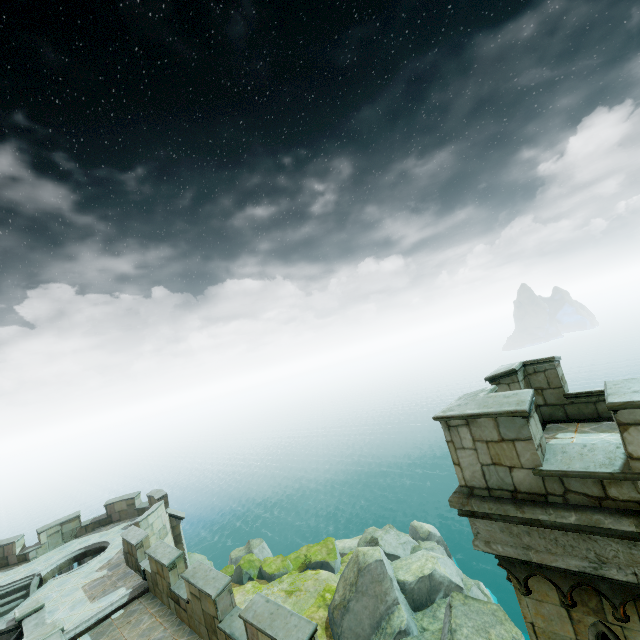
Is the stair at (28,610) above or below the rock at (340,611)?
above

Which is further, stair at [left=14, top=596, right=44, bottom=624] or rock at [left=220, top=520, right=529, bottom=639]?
rock at [left=220, top=520, right=529, bottom=639]

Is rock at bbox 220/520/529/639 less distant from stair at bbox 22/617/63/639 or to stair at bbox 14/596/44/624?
stair at bbox 22/617/63/639

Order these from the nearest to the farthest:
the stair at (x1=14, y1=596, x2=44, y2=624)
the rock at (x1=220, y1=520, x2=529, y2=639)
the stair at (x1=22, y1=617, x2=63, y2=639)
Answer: the stair at (x1=22, y1=617, x2=63, y2=639), the stair at (x1=14, y1=596, x2=44, y2=624), the rock at (x1=220, y1=520, x2=529, y2=639)

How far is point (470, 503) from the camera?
4.7 meters

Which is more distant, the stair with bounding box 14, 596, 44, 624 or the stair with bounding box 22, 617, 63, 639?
the stair with bounding box 14, 596, 44, 624

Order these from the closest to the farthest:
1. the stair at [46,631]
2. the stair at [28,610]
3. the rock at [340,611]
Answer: the stair at [46,631] → the stair at [28,610] → the rock at [340,611]
